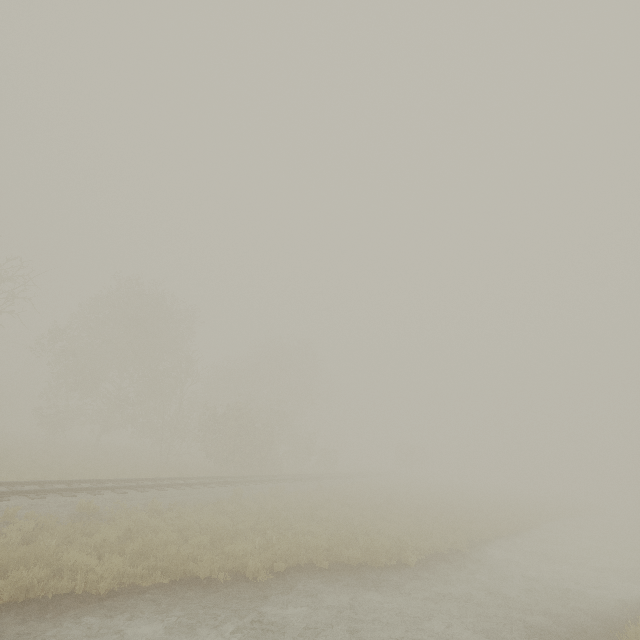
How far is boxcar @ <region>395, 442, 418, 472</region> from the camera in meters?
56.3

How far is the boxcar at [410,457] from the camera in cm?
5628

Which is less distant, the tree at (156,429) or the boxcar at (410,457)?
the tree at (156,429)

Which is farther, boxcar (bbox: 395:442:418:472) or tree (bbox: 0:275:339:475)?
boxcar (bbox: 395:442:418:472)

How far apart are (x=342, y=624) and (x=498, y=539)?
15.2m
